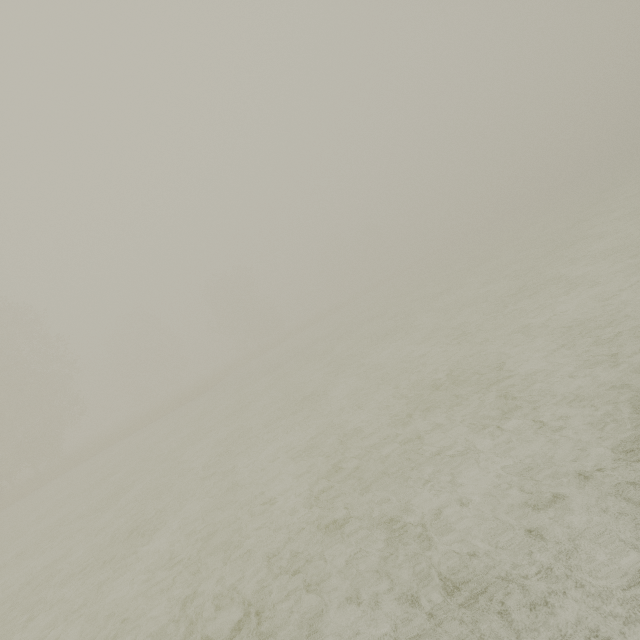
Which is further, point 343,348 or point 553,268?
point 343,348
